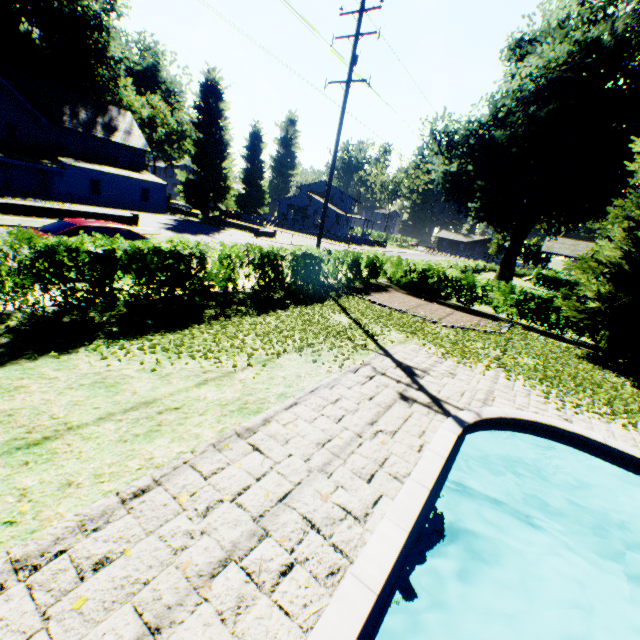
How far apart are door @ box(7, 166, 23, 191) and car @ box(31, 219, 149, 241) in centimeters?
3100cm

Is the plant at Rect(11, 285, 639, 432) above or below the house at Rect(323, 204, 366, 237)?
below

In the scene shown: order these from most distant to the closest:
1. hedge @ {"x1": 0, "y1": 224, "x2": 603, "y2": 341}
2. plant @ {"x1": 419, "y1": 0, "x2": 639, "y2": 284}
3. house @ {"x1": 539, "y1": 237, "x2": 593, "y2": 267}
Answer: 1. house @ {"x1": 539, "y1": 237, "x2": 593, "y2": 267}
2. plant @ {"x1": 419, "y1": 0, "x2": 639, "y2": 284}
3. hedge @ {"x1": 0, "y1": 224, "x2": 603, "y2": 341}

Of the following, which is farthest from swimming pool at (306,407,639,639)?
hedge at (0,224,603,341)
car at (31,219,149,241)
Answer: car at (31,219,149,241)

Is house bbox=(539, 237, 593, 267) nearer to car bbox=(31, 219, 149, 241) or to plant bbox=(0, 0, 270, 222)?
plant bbox=(0, 0, 270, 222)

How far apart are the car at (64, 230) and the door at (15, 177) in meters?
31.0 m

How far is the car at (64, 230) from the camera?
9.5 meters

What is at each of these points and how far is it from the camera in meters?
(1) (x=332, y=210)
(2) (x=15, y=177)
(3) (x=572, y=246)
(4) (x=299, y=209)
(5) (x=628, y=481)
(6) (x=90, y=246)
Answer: (1) house, 55.0
(2) door, 31.5
(3) house, 42.6
(4) house, 56.4
(5) swimming pool, 6.3
(6) hedge, 6.8
